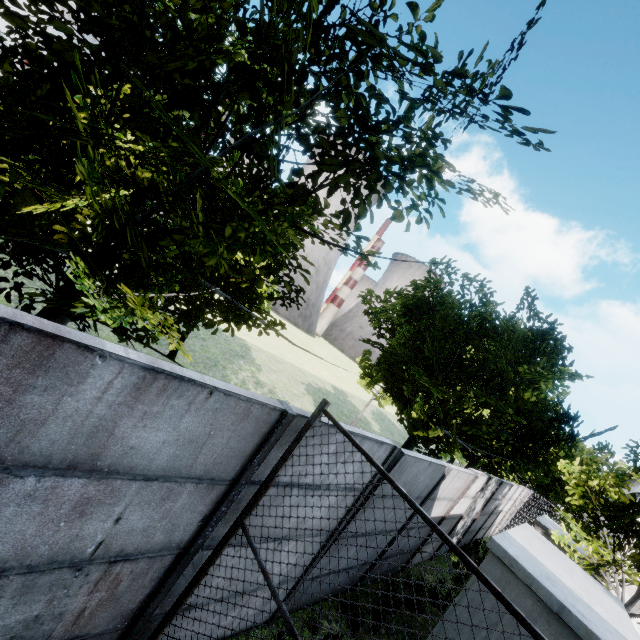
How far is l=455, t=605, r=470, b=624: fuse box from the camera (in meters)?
5.11

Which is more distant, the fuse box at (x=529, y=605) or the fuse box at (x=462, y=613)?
the fuse box at (x=462, y=613)

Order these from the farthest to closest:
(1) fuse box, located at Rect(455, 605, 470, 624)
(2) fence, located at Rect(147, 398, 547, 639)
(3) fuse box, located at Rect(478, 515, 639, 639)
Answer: (1) fuse box, located at Rect(455, 605, 470, 624), (3) fuse box, located at Rect(478, 515, 639, 639), (2) fence, located at Rect(147, 398, 547, 639)

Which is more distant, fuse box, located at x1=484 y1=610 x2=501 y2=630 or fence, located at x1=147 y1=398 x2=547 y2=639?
fuse box, located at x1=484 y1=610 x2=501 y2=630

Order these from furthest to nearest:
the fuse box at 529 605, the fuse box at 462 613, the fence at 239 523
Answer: the fuse box at 462 613 → the fuse box at 529 605 → the fence at 239 523

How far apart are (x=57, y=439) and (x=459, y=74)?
3.3m
